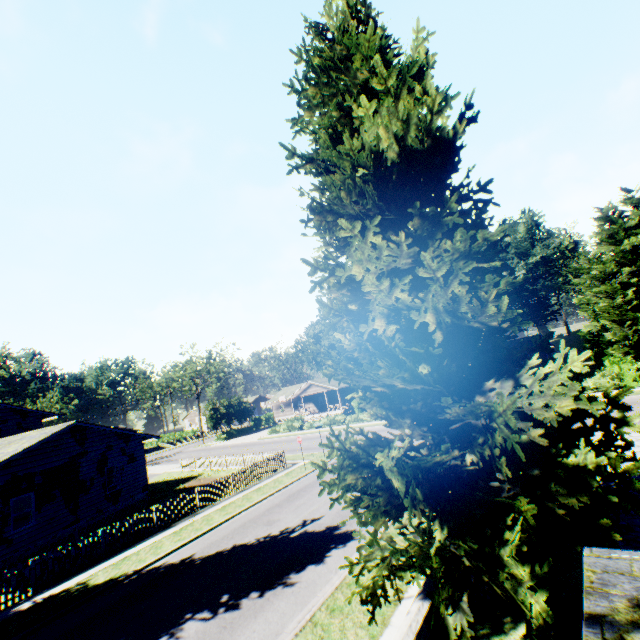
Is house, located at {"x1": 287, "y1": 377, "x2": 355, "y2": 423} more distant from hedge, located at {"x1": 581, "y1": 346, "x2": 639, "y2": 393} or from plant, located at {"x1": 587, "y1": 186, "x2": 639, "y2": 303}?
hedge, located at {"x1": 581, "y1": 346, "x2": 639, "y2": 393}

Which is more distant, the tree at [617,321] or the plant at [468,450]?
the tree at [617,321]

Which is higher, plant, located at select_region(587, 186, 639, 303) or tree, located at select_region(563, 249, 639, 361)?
plant, located at select_region(587, 186, 639, 303)

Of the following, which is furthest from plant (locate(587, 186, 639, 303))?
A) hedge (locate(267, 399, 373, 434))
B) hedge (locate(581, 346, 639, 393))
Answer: hedge (locate(267, 399, 373, 434))

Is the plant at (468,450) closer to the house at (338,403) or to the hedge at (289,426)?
the house at (338,403)

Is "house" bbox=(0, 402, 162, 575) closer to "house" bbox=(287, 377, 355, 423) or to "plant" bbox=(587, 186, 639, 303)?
"plant" bbox=(587, 186, 639, 303)

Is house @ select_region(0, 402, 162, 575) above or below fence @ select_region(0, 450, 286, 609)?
above

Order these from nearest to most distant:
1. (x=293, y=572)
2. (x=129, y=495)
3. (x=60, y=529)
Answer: (x=293, y=572), (x=60, y=529), (x=129, y=495)
